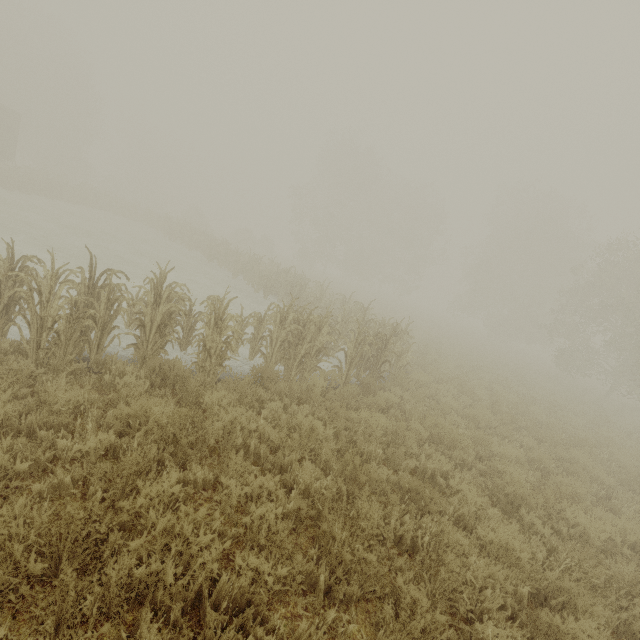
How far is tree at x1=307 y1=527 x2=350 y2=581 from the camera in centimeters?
319cm

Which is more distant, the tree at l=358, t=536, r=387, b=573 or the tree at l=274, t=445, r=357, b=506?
the tree at l=274, t=445, r=357, b=506

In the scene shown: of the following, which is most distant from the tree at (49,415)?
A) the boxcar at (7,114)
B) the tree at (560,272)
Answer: the boxcar at (7,114)

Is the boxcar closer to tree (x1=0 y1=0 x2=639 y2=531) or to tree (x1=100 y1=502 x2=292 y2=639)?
tree (x1=100 y1=502 x2=292 y2=639)

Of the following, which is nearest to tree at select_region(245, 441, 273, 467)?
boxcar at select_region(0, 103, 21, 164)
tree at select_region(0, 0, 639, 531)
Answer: tree at select_region(0, 0, 639, 531)

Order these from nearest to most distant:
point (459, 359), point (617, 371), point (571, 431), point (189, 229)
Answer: point (571, 431)
point (459, 359)
point (617, 371)
point (189, 229)
